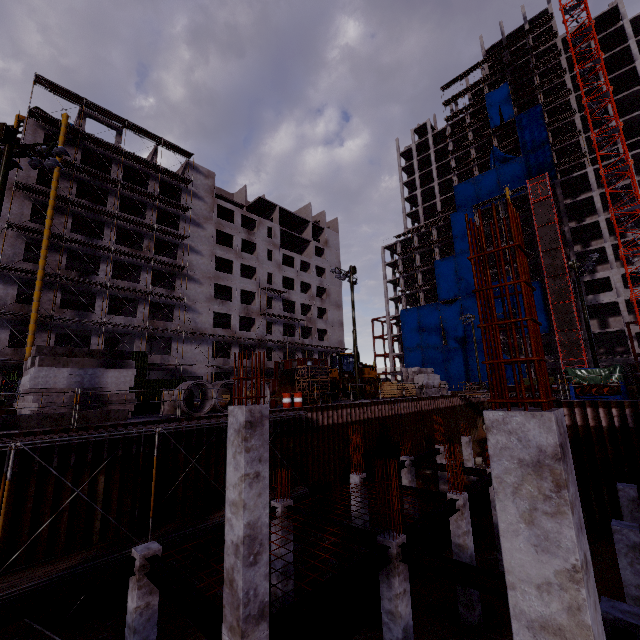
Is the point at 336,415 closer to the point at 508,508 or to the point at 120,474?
the point at 120,474

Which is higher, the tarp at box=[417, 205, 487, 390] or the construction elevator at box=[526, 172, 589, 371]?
the construction elevator at box=[526, 172, 589, 371]

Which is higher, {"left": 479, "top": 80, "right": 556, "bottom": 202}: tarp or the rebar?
{"left": 479, "top": 80, "right": 556, "bottom": 202}: tarp

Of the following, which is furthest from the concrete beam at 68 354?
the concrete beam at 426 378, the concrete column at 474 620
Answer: the concrete beam at 426 378

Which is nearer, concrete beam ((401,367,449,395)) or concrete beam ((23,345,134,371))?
concrete beam ((23,345,134,371))

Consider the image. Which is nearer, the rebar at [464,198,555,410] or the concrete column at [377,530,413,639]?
the rebar at [464,198,555,410]

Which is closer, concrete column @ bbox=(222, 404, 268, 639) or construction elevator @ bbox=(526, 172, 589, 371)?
concrete column @ bbox=(222, 404, 268, 639)

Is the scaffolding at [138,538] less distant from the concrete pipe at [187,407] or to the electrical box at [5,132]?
the concrete pipe at [187,407]
